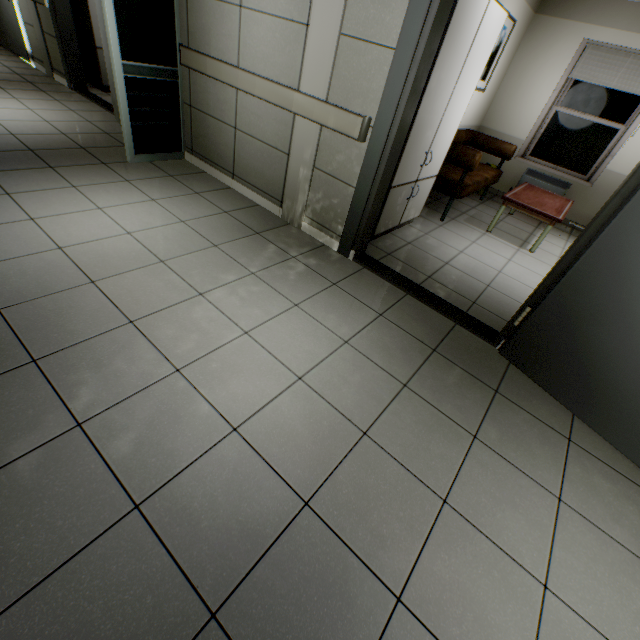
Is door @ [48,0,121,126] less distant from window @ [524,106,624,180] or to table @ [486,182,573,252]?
table @ [486,182,573,252]

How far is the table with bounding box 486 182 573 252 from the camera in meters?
4.2 m

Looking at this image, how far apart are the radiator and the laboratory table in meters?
3.3 m

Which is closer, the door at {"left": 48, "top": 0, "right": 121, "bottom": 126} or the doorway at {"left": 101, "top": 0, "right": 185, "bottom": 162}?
the doorway at {"left": 101, "top": 0, "right": 185, "bottom": 162}

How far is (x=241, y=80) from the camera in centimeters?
313cm

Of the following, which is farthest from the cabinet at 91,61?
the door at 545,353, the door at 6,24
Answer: the door at 545,353

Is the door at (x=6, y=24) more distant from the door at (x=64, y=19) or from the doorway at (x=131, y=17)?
the doorway at (x=131, y=17)

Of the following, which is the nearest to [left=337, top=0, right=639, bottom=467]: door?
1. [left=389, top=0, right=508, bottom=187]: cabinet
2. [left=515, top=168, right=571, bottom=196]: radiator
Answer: [left=389, top=0, right=508, bottom=187]: cabinet
